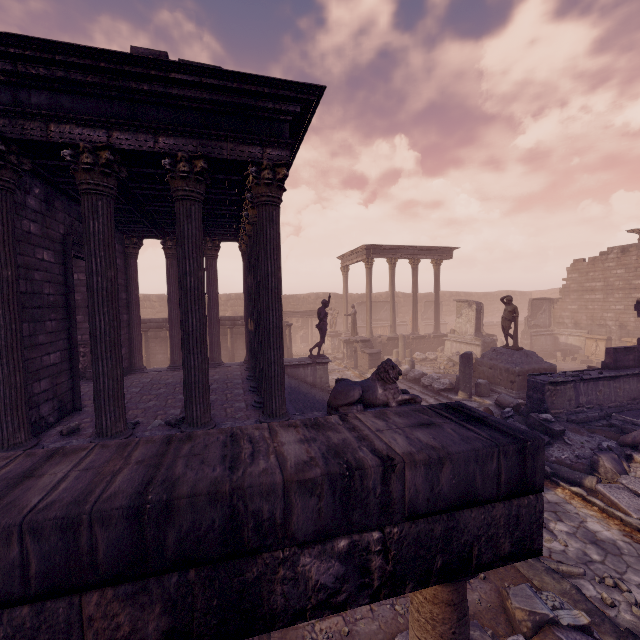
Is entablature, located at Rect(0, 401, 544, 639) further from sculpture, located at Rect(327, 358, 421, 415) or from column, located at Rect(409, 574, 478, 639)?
sculpture, located at Rect(327, 358, 421, 415)

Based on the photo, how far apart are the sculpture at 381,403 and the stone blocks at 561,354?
19.0m

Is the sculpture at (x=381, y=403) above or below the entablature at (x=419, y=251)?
below

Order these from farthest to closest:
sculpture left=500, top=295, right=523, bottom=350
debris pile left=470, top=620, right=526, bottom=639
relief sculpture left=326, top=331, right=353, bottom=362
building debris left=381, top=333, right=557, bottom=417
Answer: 1. relief sculpture left=326, top=331, right=353, bottom=362
2. sculpture left=500, top=295, right=523, bottom=350
3. building debris left=381, top=333, right=557, bottom=417
4. debris pile left=470, top=620, right=526, bottom=639

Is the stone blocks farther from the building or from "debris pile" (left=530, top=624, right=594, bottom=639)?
"debris pile" (left=530, top=624, right=594, bottom=639)

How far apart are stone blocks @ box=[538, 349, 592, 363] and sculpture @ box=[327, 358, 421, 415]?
19.05m

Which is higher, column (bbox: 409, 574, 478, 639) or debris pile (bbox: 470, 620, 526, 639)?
column (bbox: 409, 574, 478, 639)

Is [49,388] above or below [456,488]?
below
